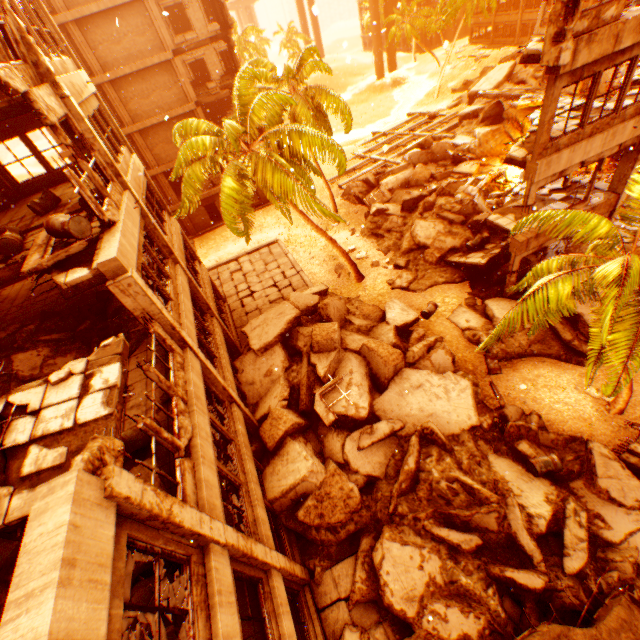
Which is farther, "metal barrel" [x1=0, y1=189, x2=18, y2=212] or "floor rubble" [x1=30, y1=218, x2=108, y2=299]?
"metal barrel" [x1=0, y1=189, x2=18, y2=212]

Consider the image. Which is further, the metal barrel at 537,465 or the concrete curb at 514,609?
the metal barrel at 537,465

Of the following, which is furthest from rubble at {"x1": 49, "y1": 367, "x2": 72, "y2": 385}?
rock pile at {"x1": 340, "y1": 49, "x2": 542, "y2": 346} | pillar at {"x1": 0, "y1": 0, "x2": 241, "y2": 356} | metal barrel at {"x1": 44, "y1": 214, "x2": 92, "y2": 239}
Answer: pillar at {"x1": 0, "y1": 0, "x2": 241, "y2": 356}

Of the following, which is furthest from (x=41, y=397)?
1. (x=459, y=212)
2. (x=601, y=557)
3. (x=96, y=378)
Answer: (x=459, y=212)

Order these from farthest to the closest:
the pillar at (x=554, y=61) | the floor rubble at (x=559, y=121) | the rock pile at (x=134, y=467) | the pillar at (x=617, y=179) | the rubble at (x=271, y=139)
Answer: the rubble at (x=271, y=139) → the pillar at (x=617, y=179) → the floor rubble at (x=559, y=121) → the pillar at (x=554, y=61) → the rock pile at (x=134, y=467)

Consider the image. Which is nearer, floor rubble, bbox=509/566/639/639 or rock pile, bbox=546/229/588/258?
floor rubble, bbox=509/566/639/639

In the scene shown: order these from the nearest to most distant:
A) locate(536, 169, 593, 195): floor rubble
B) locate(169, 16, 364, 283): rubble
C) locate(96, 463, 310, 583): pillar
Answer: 1. locate(96, 463, 310, 583): pillar
2. locate(169, 16, 364, 283): rubble
3. locate(536, 169, 593, 195): floor rubble

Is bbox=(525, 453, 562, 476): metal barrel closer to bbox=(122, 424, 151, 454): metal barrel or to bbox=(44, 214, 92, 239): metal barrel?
bbox=(122, 424, 151, 454): metal barrel
